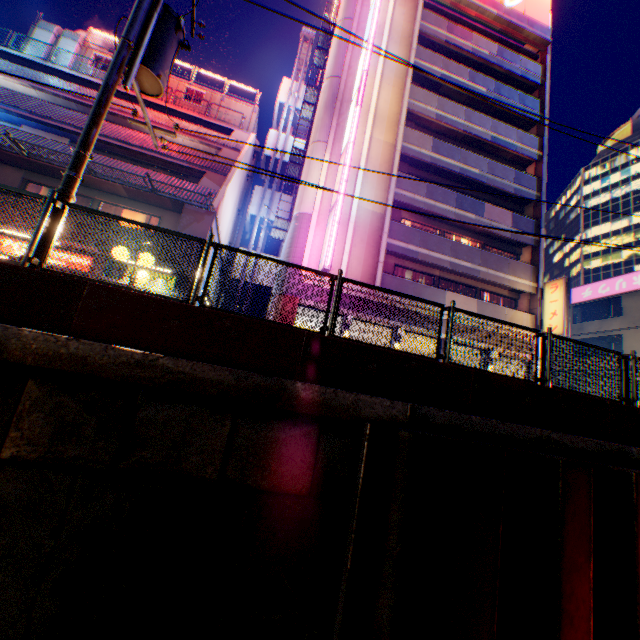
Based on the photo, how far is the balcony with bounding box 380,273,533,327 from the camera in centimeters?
1714cm

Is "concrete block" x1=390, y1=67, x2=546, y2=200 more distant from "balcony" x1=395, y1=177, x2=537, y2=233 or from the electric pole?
the electric pole

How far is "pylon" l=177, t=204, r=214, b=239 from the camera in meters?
14.4 m

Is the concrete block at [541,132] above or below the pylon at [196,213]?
above

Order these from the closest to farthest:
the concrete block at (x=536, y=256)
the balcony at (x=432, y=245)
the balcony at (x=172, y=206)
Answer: the balcony at (x=172, y=206) < the concrete block at (x=536, y=256) < the balcony at (x=432, y=245)

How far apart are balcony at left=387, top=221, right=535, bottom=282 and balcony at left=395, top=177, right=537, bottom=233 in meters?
2.0 m

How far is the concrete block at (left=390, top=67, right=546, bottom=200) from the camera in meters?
18.8 m

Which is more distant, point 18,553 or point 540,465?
point 540,465
